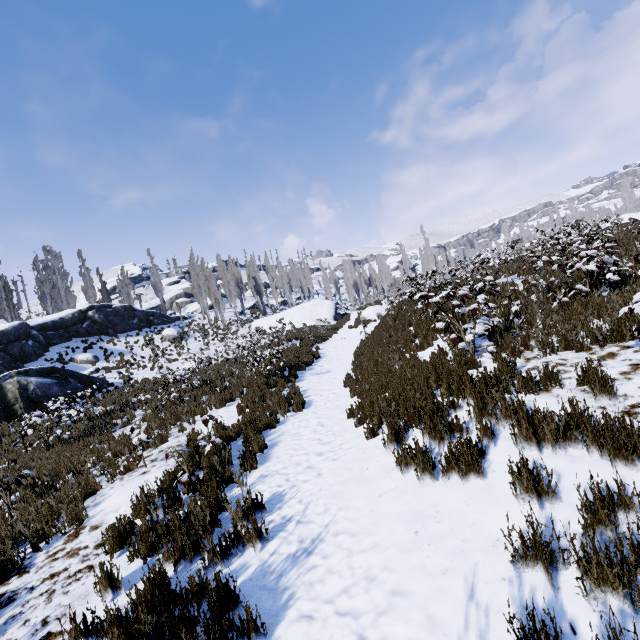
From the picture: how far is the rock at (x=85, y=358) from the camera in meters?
23.6

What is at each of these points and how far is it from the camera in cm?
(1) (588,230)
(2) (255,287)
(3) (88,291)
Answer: (1) instancedfoliageactor, 1039
(2) instancedfoliageactor, 4978
(3) instancedfoliageactor, 3969

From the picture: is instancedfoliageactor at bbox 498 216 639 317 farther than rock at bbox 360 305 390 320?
No

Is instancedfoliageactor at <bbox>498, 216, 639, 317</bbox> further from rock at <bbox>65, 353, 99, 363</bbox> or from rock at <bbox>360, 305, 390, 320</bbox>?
rock at <bbox>360, 305, 390, 320</bbox>

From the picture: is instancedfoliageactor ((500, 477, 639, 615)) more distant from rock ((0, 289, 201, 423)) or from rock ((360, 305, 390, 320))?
rock ((360, 305, 390, 320))

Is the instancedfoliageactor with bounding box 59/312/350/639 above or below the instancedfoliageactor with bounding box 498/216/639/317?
below

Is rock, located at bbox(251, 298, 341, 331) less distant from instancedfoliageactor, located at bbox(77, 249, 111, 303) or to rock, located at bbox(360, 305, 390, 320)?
instancedfoliageactor, located at bbox(77, 249, 111, 303)

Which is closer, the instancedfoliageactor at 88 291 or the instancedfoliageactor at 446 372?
the instancedfoliageactor at 446 372
